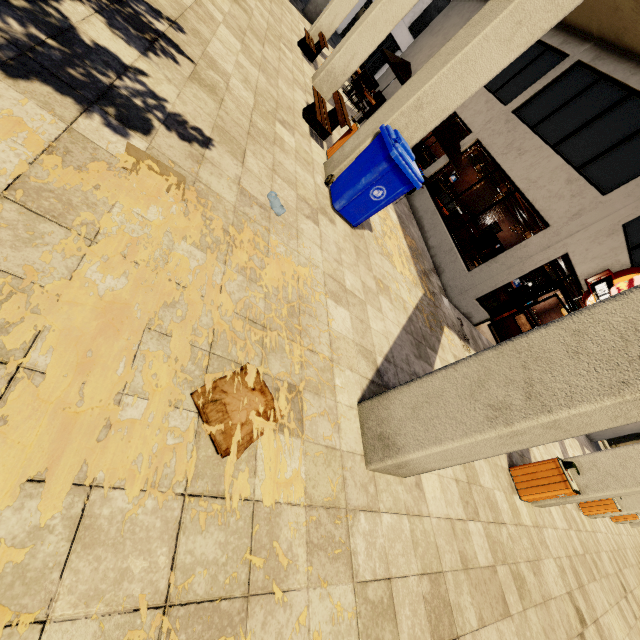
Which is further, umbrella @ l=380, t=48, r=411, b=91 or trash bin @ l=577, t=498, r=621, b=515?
umbrella @ l=380, t=48, r=411, b=91

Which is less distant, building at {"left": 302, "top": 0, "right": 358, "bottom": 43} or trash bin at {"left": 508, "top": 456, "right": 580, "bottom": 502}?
trash bin at {"left": 508, "top": 456, "right": 580, "bottom": 502}

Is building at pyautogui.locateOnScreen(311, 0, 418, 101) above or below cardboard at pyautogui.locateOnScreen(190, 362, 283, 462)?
above

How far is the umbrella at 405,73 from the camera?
10.4m

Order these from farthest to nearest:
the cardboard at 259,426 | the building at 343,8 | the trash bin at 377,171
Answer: the building at 343,8
the trash bin at 377,171
the cardboard at 259,426

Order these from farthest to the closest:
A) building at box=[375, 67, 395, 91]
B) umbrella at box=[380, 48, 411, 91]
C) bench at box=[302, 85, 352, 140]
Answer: building at box=[375, 67, 395, 91] → umbrella at box=[380, 48, 411, 91] → bench at box=[302, 85, 352, 140]

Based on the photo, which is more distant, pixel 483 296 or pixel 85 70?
pixel 483 296

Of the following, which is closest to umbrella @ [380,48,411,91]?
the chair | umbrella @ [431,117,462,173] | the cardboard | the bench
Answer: the chair
